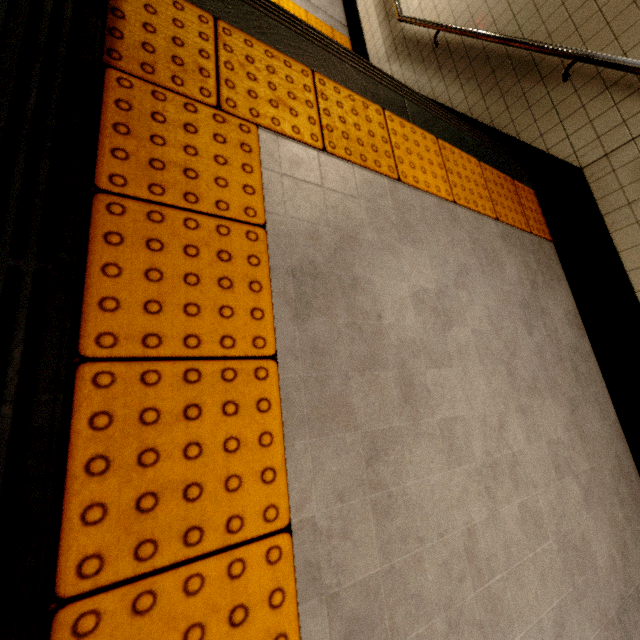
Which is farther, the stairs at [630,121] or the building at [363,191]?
the stairs at [630,121]

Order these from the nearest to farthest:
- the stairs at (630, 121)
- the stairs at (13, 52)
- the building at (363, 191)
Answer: the stairs at (13, 52) → the building at (363, 191) → the stairs at (630, 121)

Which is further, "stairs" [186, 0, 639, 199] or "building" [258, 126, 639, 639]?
"stairs" [186, 0, 639, 199]

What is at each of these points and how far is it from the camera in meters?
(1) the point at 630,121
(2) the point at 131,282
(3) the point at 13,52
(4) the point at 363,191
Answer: (1) stairs, 2.1
(2) groundtactileadastrip, 0.8
(3) stairs, 0.6
(4) building, 1.5

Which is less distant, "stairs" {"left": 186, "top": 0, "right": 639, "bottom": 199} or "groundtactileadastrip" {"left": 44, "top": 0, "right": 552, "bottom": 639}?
"groundtactileadastrip" {"left": 44, "top": 0, "right": 552, "bottom": 639}

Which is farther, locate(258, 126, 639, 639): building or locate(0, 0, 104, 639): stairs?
locate(258, 126, 639, 639): building

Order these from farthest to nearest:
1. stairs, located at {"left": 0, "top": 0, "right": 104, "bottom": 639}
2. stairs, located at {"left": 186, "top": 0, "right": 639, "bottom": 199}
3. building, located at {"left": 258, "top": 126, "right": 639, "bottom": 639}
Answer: stairs, located at {"left": 186, "top": 0, "right": 639, "bottom": 199}, building, located at {"left": 258, "top": 126, "right": 639, "bottom": 639}, stairs, located at {"left": 0, "top": 0, "right": 104, "bottom": 639}

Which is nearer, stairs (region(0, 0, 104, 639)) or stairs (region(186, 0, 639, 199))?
stairs (region(0, 0, 104, 639))
